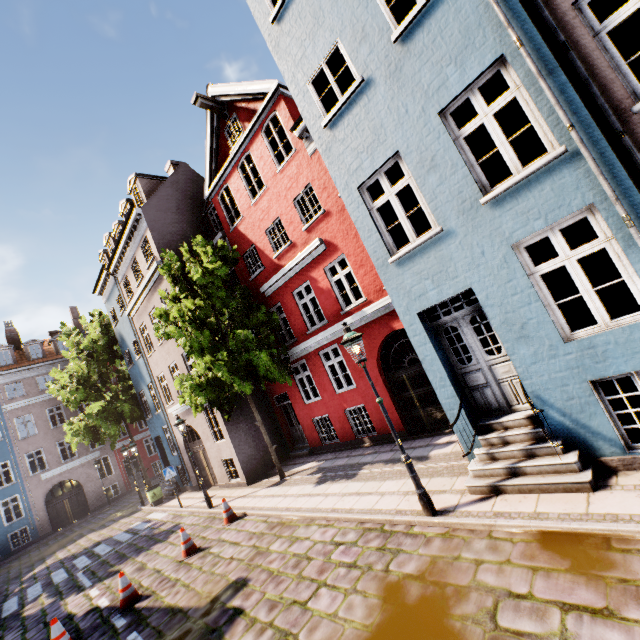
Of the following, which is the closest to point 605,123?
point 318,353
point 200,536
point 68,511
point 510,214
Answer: point 510,214

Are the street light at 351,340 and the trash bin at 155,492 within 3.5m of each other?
no

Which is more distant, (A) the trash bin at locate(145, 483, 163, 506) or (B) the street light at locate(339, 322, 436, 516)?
(A) the trash bin at locate(145, 483, 163, 506)

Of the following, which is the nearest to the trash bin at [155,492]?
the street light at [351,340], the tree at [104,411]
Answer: the tree at [104,411]

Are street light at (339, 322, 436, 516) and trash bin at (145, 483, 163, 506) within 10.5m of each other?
no

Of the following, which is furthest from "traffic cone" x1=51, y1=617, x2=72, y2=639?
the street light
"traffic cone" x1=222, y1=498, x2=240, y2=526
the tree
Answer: the tree

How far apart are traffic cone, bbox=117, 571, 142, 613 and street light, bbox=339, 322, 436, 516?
7.4 meters

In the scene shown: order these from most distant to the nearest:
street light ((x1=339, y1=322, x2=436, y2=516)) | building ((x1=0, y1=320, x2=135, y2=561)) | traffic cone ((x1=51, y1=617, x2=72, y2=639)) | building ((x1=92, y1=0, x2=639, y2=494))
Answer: building ((x1=0, y1=320, x2=135, y2=561))
traffic cone ((x1=51, y1=617, x2=72, y2=639))
street light ((x1=339, y1=322, x2=436, y2=516))
building ((x1=92, y1=0, x2=639, y2=494))
